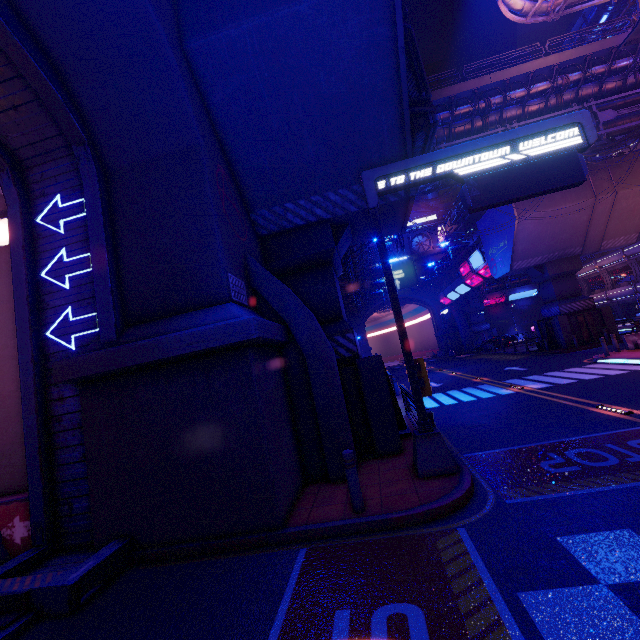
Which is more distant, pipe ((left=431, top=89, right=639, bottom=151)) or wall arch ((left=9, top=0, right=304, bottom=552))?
pipe ((left=431, top=89, right=639, bottom=151))

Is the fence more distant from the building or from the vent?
the building

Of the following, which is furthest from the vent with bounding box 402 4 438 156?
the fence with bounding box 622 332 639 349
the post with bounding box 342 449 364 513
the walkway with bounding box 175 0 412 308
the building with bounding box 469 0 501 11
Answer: the building with bounding box 469 0 501 11

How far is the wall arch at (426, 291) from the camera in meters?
55.9

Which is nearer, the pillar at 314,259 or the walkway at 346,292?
the pillar at 314,259

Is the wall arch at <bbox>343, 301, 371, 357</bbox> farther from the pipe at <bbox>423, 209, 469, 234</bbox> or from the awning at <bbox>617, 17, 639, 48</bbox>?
the awning at <bbox>617, 17, 639, 48</bbox>

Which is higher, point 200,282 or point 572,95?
point 572,95

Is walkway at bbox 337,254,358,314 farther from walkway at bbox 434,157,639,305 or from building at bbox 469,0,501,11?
walkway at bbox 434,157,639,305
